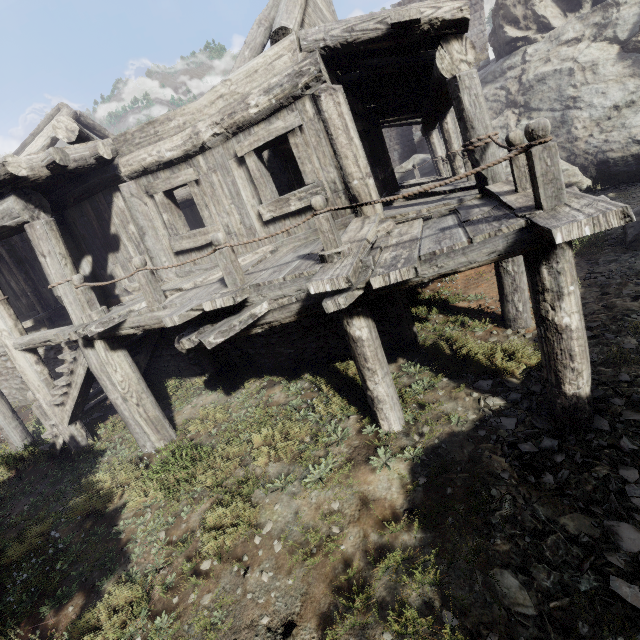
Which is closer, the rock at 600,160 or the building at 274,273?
the building at 274,273

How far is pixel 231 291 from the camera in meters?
4.3 m

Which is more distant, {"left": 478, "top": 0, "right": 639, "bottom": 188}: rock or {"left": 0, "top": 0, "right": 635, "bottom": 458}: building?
{"left": 478, "top": 0, "right": 639, "bottom": 188}: rock
